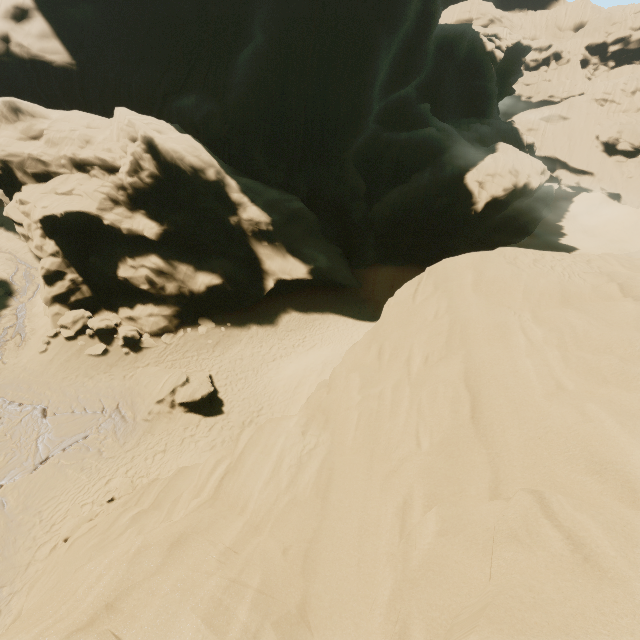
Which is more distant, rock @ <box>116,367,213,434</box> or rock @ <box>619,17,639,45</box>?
rock @ <box>619,17,639,45</box>

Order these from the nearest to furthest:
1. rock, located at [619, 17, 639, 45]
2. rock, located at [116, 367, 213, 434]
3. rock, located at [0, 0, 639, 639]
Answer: Result:
rock, located at [0, 0, 639, 639]
rock, located at [116, 367, 213, 434]
rock, located at [619, 17, 639, 45]

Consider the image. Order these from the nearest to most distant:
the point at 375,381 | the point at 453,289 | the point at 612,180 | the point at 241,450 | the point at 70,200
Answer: the point at 241,450 → the point at 375,381 → the point at 453,289 → the point at 70,200 → the point at 612,180

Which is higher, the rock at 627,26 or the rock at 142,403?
the rock at 627,26

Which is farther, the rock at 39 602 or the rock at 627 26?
the rock at 627 26

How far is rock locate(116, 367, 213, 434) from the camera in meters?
16.2 m

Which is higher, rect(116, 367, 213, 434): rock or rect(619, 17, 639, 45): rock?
rect(619, 17, 639, 45): rock
